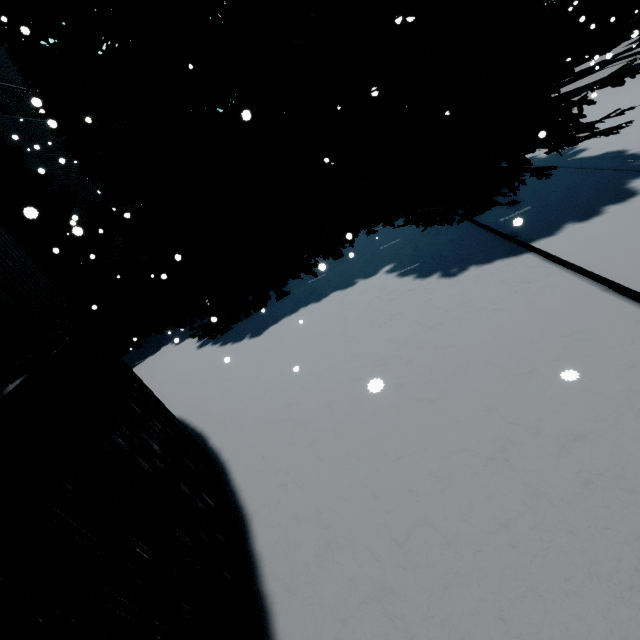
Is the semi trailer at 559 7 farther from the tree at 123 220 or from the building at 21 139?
the building at 21 139

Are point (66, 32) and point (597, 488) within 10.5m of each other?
no

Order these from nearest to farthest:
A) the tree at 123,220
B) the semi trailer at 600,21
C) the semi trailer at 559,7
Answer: the tree at 123,220
the semi trailer at 600,21
the semi trailer at 559,7

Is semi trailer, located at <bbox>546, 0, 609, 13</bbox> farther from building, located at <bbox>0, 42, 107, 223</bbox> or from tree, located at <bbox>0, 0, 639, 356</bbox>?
building, located at <bbox>0, 42, 107, 223</bbox>

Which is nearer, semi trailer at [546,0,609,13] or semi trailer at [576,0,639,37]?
semi trailer at [576,0,639,37]

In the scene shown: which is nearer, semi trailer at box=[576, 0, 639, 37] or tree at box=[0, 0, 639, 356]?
tree at box=[0, 0, 639, 356]

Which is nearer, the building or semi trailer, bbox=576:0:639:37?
semi trailer, bbox=576:0:639:37

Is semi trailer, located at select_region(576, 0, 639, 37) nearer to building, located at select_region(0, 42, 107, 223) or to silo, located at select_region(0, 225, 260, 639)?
silo, located at select_region(0, 225, 260, 639)
